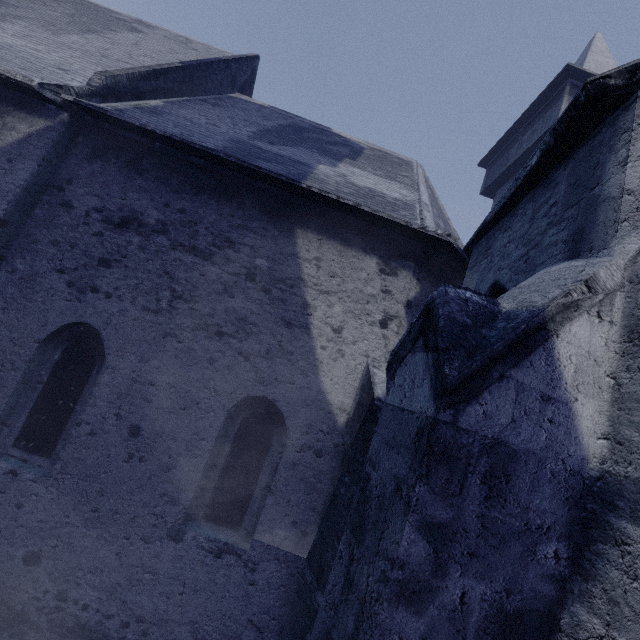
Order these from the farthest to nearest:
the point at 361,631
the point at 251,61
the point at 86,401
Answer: the point at 251,61 → the point at 86,401 → the point at 361,631
